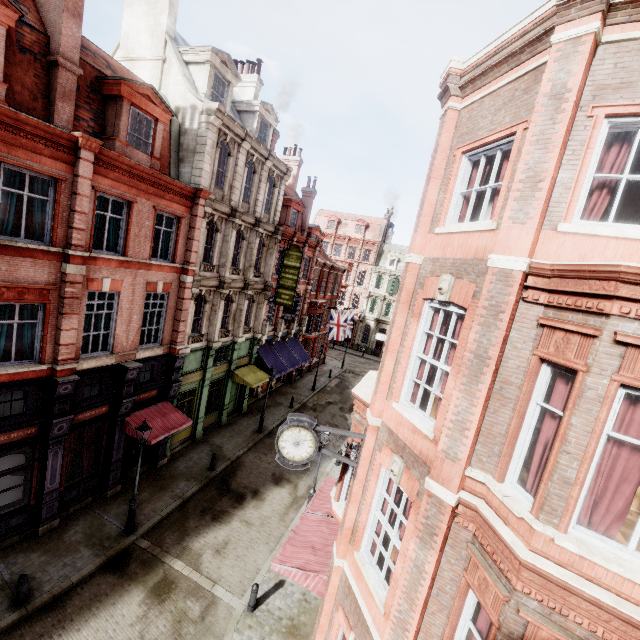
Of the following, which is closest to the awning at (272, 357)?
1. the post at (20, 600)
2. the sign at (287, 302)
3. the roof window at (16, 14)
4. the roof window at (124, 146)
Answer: the sign at (287, 302)

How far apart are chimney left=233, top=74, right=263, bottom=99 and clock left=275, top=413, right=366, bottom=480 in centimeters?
2262cm

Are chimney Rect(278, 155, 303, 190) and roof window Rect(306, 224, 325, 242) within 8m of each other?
yes

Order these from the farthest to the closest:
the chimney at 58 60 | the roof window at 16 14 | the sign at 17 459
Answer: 1. the sign at 17 459
2. the chimney at 58 60
3. the roof window at 16 14

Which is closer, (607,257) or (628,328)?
(628,328)

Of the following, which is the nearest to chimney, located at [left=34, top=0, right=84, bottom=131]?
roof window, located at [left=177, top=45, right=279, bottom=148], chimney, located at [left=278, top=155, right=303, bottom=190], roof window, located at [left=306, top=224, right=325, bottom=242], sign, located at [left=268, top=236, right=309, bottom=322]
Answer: roof window, located at [left=177, top=45, right=279, bottom=148]

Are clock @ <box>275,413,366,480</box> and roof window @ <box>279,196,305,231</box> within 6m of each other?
no

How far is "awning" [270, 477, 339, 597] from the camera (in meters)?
9.10
